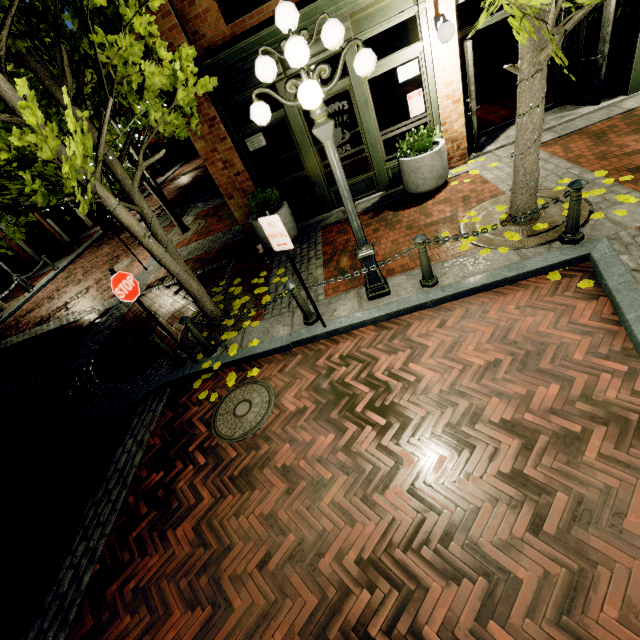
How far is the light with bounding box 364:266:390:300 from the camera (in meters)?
5.00

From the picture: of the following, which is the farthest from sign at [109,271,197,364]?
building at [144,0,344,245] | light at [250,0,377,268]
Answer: building at [144,0,344,245]

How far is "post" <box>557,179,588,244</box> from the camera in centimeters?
405cm

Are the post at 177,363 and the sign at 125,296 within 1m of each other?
yes

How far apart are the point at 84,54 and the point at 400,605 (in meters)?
6.31

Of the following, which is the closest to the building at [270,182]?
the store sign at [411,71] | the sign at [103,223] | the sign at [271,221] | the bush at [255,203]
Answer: the store sign at [411,71]

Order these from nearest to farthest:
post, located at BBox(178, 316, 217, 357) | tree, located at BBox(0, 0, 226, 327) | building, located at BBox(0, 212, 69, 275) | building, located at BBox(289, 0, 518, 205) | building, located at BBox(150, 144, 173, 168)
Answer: tree, located at BBox(0, 0, 226, 327), post, located at BBox(178, 316, 217, 357), building, located at BBox(289, 0, 518, 205), building, located at BBox(0, 212, 69, 275), building, located at BBox(150, 144, 173, 168)

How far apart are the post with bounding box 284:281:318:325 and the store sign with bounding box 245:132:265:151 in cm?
444
